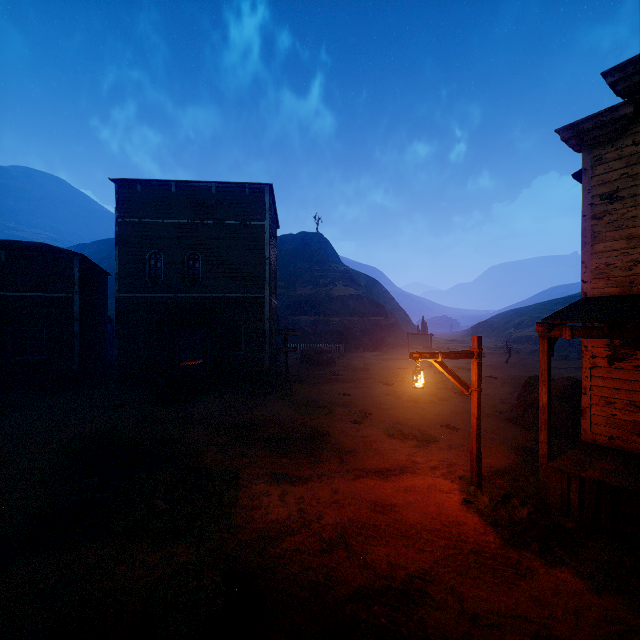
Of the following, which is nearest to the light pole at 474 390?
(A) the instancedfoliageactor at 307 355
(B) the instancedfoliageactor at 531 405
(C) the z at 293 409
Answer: (C) the z at 293 409

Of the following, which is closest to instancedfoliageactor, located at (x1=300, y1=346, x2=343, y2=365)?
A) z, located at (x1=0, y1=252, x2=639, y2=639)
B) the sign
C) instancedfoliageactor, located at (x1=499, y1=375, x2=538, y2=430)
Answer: z, located at (x1=0, y1=252, x2=639, y2=639)

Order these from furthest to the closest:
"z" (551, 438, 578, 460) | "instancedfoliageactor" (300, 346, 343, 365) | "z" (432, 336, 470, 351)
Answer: "z" (432, 336, 470, 351)
"instancedfoliageactor" (300, 346, 343, 365)
"z" (551, 438, 578, 460)

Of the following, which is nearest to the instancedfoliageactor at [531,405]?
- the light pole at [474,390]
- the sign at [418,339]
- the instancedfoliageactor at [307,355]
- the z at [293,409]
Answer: the z at [293,409]

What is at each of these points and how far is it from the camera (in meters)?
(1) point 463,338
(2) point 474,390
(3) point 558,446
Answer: (1) z, 59.47
(2) light pole, 6.83
(3) z, 9.48

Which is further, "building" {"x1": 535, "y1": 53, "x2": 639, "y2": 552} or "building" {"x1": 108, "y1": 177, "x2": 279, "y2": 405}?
"building" {"x1": 108, "y1": 177, "x2": 279, "y2": 405}

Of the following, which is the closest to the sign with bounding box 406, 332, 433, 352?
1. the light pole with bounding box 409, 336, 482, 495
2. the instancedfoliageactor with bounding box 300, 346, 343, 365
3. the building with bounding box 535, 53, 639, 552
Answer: the instancedfoliageactor with bounding box 300, 346, 343, 365

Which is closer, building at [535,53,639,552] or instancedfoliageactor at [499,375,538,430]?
building at [535,53,639,552]
